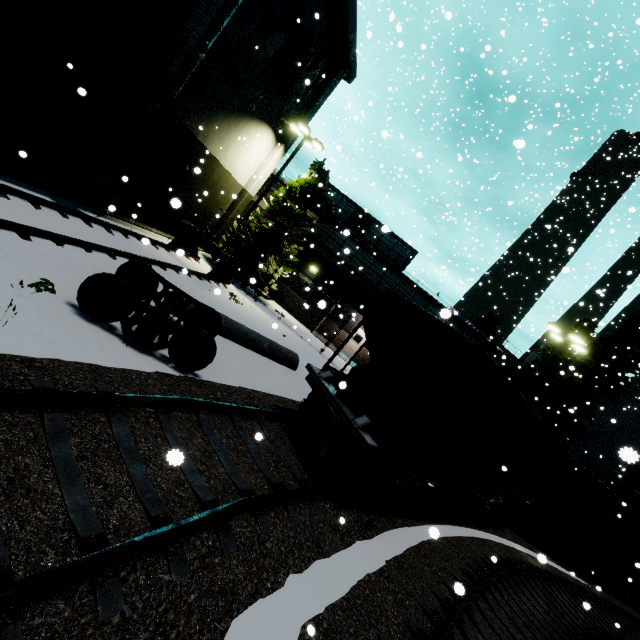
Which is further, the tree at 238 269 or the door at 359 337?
the door at 359 337

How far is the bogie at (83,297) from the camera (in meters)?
6.32

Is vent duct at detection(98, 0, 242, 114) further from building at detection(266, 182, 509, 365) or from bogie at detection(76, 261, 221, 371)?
bogie at detection(76, 261, 221, 371)

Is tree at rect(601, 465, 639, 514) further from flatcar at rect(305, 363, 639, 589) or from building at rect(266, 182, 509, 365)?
flatcar at rect(305, 363, 639, 589)

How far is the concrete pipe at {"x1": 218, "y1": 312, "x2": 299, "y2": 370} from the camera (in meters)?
10.79

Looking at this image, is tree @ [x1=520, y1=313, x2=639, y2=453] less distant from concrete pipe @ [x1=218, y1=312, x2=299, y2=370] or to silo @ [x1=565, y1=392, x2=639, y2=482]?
silo @ [x1=565, y1=392, x2=639, y2=482]

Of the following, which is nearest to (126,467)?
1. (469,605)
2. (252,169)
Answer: (469,605)

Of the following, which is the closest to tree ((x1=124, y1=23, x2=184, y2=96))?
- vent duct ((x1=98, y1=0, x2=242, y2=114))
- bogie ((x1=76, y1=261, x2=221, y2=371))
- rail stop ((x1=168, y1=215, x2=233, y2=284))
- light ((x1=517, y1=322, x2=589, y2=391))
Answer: vent duct ((x1=98, y1=0, x2=242, y2=114))
